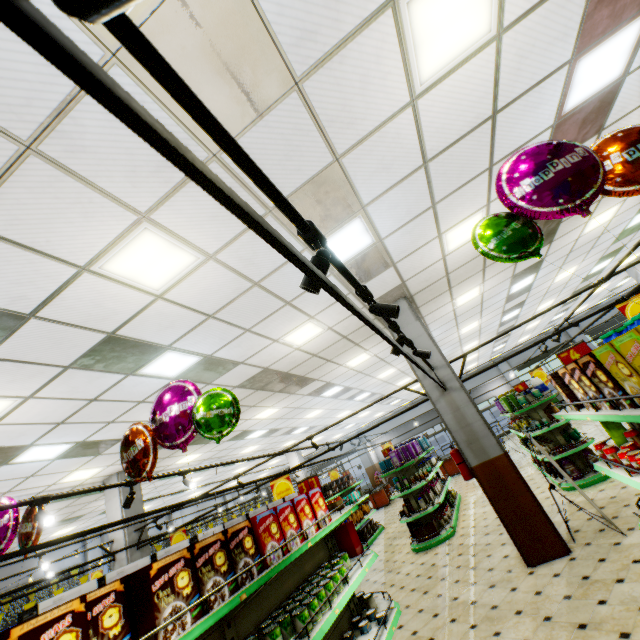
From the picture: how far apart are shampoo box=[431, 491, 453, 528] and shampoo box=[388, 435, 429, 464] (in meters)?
1.65

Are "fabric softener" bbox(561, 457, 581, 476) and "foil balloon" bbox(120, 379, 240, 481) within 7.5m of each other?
no

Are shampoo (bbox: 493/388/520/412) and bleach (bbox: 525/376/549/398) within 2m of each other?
yes

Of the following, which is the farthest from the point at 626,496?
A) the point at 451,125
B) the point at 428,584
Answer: the point at 451,125

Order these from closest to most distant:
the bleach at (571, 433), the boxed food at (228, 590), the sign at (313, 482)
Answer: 1. the boxed food at (228, 590)
2. the sign at (313, 482)
3. the bleach at (571, 433)

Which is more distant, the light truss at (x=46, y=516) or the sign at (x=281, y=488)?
the sign at (x=281, y=488)

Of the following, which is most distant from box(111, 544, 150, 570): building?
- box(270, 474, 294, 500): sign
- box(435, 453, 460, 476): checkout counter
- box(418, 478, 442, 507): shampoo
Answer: box(270, 474, 294, 500): sign

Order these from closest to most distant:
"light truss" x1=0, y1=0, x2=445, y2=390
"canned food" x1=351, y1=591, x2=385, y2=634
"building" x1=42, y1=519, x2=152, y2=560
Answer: "light truss" x1=0, y1=0, x2=445, y2=390 < "canned food" x1=351, y1=591, x2=385, y2=634 < "building" x1=42, y1=519, x2=152, y2=560
